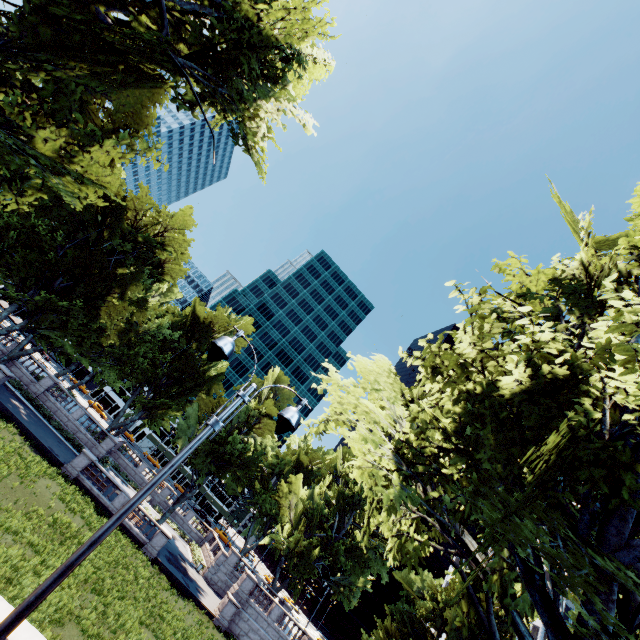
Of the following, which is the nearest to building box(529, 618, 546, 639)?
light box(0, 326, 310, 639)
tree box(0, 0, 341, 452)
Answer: tree box(0, 0, 341, 452)

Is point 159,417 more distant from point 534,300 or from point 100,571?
point 534,300

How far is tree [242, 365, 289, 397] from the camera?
45.75m

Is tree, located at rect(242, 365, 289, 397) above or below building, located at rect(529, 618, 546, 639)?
below

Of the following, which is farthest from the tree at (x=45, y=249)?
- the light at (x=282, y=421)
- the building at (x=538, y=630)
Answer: the light at (x=282, y=421)

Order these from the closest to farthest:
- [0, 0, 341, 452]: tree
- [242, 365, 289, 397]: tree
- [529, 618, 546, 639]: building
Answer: [0, 0, 341, 452]: tree, [242, 365, 289, 397]: tree, [529, 618, 546, 639]: building
